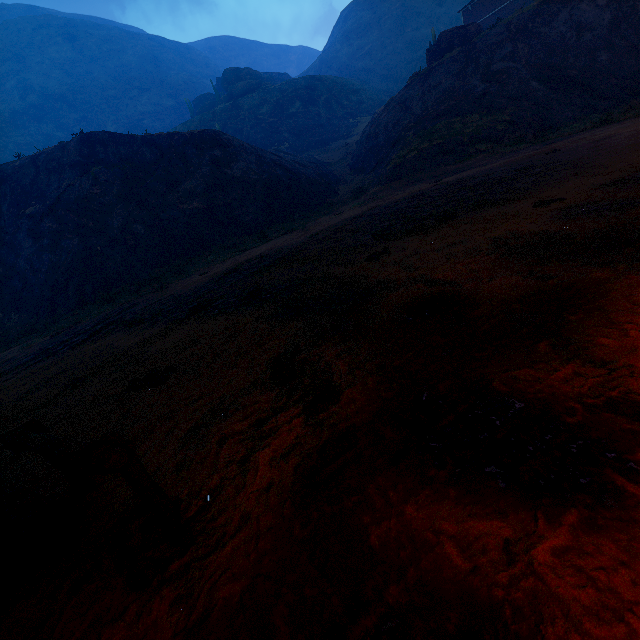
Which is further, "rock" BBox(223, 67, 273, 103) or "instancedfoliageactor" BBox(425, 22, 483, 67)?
"rock" BBox(223, 67, 273, 103)

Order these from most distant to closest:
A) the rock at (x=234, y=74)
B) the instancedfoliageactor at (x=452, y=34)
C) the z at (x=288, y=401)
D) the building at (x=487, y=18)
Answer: the rock at (x=234, y=74) < the building at (x=487, y=18) < the instancedfoliageactor at (x=452, y=34) < the z at (x=288, y=401)

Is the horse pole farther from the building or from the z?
the building

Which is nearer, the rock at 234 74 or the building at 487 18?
the building at 487 18

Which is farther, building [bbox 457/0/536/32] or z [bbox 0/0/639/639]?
building [bbox 457/0/536/32]

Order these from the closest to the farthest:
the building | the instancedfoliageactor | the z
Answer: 1. the z
2. the instancedfoliageactor
3. the building

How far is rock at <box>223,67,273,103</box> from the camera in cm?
5750

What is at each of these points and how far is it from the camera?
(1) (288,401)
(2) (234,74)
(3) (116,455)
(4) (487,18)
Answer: →
(1) z, 3.5 meters
(2) rock, 59.3 meters
(3) horse pole, 2.1 meters
(4) building, 36.8 meters
